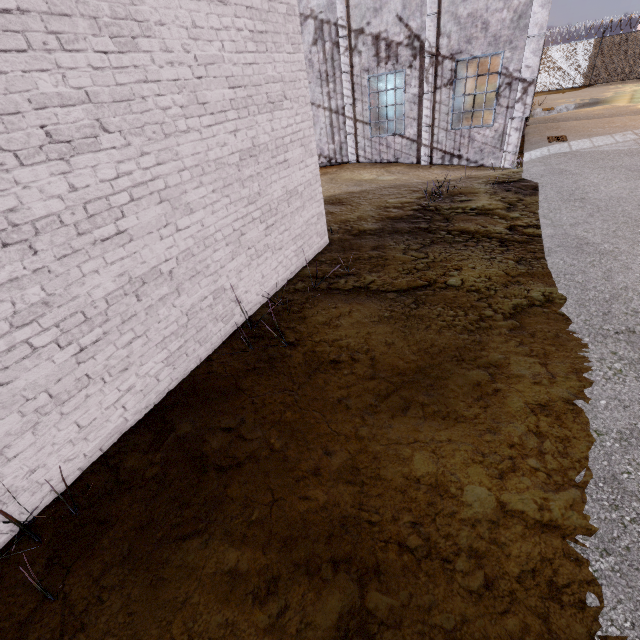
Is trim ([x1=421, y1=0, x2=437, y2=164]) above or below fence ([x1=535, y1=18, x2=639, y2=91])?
above

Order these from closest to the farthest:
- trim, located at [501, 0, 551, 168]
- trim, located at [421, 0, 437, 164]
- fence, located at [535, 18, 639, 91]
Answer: trim, located at [501, 0, 551, 168] < trim, located at [421, 0, 437, 164] < fence, located at [535, 18, 639, 91]

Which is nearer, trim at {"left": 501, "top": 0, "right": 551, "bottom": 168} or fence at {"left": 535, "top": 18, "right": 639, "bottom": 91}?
trim at {"left": 501, "top": 0, "right": 551, "bottom": 168}

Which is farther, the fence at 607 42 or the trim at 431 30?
the fence at 607 42

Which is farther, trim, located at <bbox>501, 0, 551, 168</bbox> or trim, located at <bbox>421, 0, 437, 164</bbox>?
trim, located at <bbox>421, 0, 437, 164</bbox>

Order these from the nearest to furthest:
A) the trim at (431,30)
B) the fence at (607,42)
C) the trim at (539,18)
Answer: the trim at (539,18), the trim at (431,30), the fence at (607,42)

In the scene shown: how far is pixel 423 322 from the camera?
4.1m
